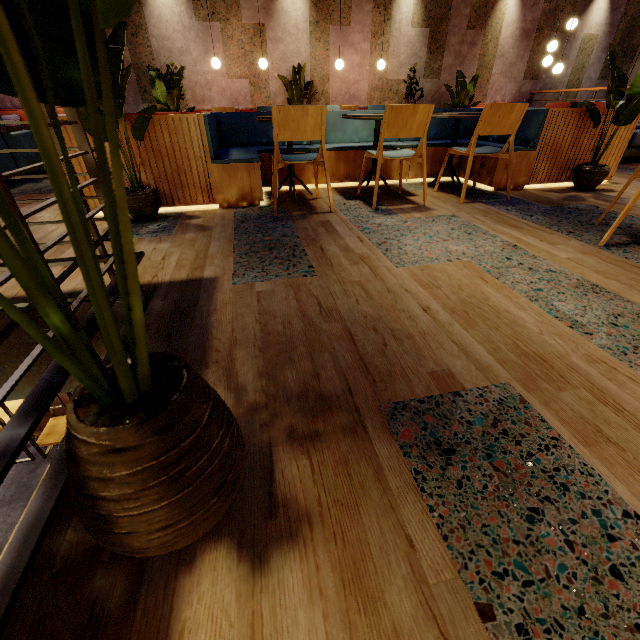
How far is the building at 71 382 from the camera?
1.9m

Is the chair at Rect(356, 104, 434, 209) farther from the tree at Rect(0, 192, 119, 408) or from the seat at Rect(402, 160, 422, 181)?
the tree at Rect(0, 192, 119, 408)

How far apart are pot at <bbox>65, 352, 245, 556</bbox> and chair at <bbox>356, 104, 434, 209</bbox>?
2.8 meters

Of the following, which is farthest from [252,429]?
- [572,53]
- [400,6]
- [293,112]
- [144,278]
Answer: [572,53]

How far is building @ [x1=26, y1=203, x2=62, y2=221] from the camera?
2.95m

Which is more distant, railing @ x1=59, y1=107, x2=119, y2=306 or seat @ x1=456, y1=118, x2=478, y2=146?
seat @ x1=456, y1=118, x2=478, y2=146

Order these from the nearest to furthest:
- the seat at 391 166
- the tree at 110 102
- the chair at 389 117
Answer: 1. the tree at 110 102
2. the chair at 389 117
3. the seat at 391 166

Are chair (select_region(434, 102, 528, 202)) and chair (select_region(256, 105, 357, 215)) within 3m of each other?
yes
